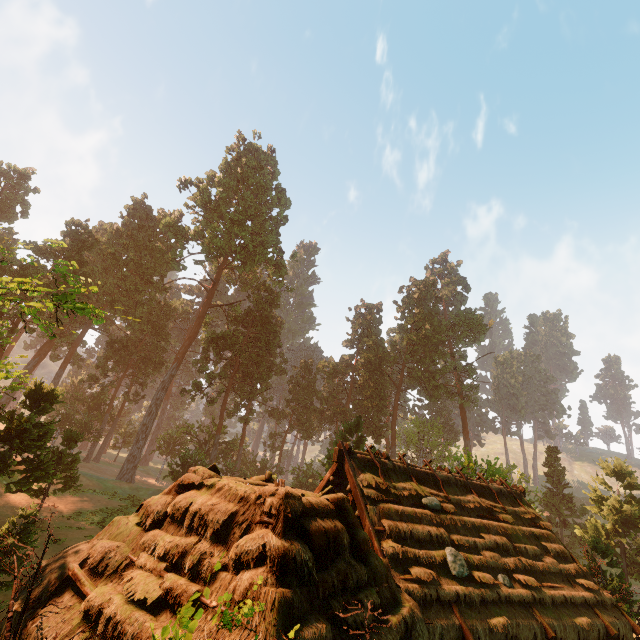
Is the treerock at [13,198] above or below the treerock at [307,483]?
above

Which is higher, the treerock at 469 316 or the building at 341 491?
the treerock at 469 316

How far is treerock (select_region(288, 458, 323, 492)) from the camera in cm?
4212

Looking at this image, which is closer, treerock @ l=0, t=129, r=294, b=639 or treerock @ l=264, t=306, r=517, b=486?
treerock @ l=0, t=129, r=294, b=639

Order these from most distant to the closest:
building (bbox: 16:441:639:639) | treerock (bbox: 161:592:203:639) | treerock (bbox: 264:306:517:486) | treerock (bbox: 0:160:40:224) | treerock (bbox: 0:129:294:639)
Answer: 1. treerock (bbox: 0:160:40:224)
2. treerock (bbox: 264:306:517:486)
3. treerock (bbox: 0:129:294:639)
4. building (bbox: 16:441:639:639)
5. treerock (bbox: 161:592:203:639)

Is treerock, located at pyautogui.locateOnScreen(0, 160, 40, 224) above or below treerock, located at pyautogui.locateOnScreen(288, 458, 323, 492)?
above

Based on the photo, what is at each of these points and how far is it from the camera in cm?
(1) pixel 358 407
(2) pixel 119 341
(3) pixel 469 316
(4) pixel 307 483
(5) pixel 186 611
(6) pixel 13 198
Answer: (1) treerock, 5438
(2) treerock, 4281
(3) treerock, 5947
(4) treerock, 4234
(5) treerock, 290
(6) treerock, 3959
